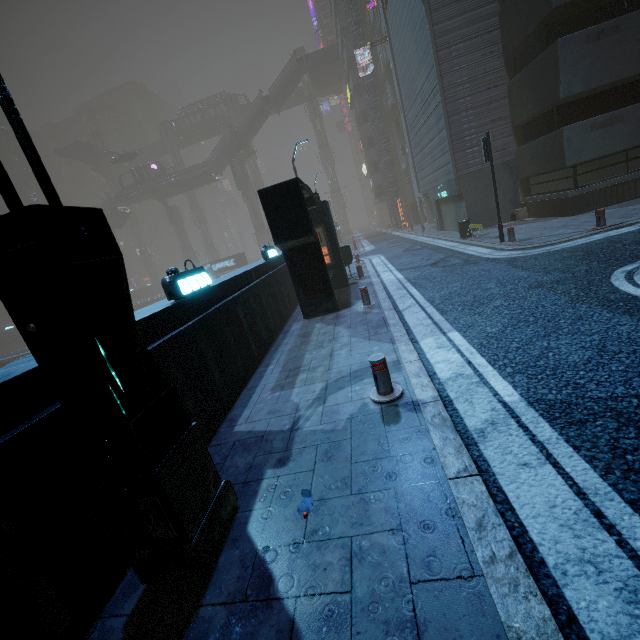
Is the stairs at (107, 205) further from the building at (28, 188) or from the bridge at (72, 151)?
the bridge at (72, 151)

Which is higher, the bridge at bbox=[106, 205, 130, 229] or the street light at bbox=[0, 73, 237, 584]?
the bridge at bbox=[106, 205, 130, 229]

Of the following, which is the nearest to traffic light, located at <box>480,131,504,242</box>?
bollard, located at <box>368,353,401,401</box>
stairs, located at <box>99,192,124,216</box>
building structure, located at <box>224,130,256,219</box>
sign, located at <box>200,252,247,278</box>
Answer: bollard, located at <box>368,353,401,401</box>

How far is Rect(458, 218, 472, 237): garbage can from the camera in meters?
15.8 m

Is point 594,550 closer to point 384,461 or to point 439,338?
point 384,461

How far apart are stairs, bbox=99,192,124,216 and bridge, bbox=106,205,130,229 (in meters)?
0.01

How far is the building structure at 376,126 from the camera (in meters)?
34.31

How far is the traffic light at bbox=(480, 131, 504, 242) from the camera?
11.5 meters
